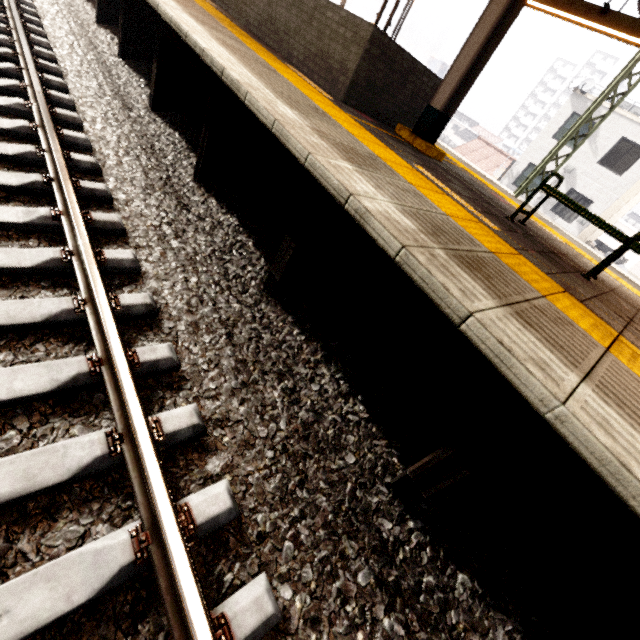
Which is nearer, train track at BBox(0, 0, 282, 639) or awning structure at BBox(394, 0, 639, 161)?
train track at BBox(0, 0, 282, 639)

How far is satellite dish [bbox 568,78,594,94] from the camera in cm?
1744

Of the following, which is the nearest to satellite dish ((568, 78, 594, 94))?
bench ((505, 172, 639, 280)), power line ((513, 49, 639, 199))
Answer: power line ((513, 49, 639, 199))

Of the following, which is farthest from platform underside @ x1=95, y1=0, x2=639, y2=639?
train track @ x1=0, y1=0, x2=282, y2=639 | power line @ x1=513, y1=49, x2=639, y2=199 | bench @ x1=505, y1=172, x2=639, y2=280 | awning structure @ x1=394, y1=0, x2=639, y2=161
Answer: power line @ x1=513, y1=49, x2=639, y2=199

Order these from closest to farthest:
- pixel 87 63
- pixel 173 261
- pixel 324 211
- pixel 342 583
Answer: pixel 342 583, pixel 324 211, pixel 173 261, pixel 87 63

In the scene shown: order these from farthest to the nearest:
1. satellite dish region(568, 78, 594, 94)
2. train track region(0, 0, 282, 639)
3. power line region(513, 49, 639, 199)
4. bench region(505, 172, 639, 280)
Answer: satellite dish region(568, 78, 594, 94) → power line region(513, 49, 639, 199) → bench region(505, 172, 639, 280) → train track region(0, 0, 282, 639)

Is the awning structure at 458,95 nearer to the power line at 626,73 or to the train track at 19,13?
the power line at 626,73

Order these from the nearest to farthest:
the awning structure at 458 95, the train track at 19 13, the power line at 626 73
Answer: the train track at 19 13 < the awning structure at 458 95 < the power line at 626 73
